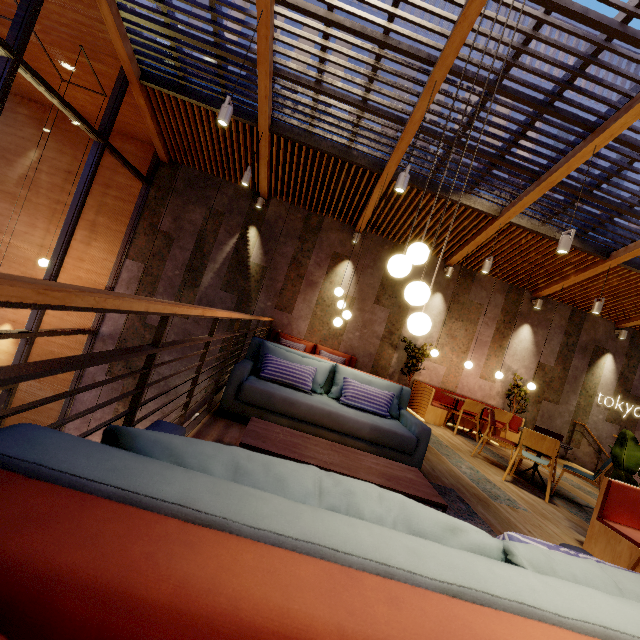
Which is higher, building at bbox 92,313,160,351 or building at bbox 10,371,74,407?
building at bbox 92,313,160,351

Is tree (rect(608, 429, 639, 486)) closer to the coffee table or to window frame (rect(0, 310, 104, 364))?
the coffee table

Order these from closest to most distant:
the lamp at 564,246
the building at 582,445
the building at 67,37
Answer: the lamp at 564,246, the building at 67,37, the building at 582,445

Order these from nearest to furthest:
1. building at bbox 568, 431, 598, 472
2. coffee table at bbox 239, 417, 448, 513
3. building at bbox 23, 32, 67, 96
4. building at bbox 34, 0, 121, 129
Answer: coffee table at bbox 239, 417, 448, 513 → building at bbox 34, 0, 121, 129 → building at bbox 23, 32, 67, 96 → building at bbox 568, 431, 598, 472

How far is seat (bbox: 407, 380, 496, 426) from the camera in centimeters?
757cm

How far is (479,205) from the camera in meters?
6.9 m

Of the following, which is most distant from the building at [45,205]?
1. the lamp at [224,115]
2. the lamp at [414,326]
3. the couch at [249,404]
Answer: the lamp at [224,115]

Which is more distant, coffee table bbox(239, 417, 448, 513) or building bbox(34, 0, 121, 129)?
building bbox(34, 0, 121, 129)
